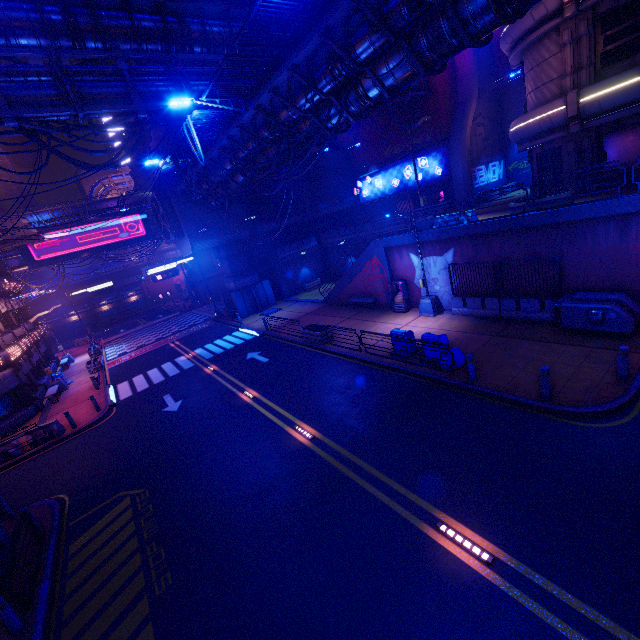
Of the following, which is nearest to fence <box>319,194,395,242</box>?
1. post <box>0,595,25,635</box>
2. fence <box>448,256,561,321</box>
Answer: fence <box>448,256,561,321</box>

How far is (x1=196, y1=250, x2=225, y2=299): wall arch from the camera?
47.62m

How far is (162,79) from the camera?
16.7 meters

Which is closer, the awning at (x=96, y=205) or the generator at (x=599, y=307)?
the generator at (x=599, y=307)

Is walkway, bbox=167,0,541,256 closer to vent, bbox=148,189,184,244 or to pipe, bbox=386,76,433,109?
vent, bbox=148,189,184,244

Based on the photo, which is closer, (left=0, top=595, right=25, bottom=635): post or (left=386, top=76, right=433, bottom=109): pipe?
(left=0, top=595, right=25, bottom=635): post

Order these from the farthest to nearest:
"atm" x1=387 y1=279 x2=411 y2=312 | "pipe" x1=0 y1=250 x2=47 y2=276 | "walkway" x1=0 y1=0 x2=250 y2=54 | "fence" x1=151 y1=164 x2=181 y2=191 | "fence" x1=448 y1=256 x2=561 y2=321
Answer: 1. "pipe" x1=0 y1=250 x2=47 y2=276
2. "fence" x1=151 y1=164 x2=181 y2=191
3. "atm" x1=387 y1=279 x2=411 y2=312
4. "fence" x1=448 y1=256 x2=561 y2=321
5. "walkway" x1=0 y1=0 x2=250 y2=54

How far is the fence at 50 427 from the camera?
16.9m
